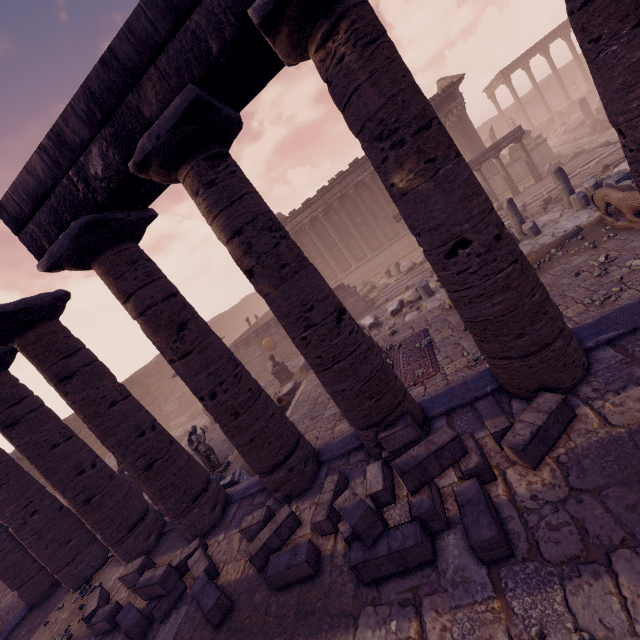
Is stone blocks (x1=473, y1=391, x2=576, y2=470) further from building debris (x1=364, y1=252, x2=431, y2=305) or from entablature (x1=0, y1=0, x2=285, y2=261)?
building debris (x1=364, y1=252, x2=431, y2=305)

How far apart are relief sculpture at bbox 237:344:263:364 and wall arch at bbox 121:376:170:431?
8.6m

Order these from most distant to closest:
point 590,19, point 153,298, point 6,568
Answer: point 6,568
point 153,298
point 590,19

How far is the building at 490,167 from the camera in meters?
21.5

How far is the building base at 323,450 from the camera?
5.77m

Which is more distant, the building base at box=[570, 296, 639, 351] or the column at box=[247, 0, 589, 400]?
the building base at box=[570, 296, 639, 351]

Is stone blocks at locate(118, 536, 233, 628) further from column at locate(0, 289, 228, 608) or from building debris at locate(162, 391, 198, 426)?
building debris at locate(162, 391, 198, 426)

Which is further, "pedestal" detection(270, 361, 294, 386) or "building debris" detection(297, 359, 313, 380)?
"pedestal" detection(270, 361, 294, 386)
